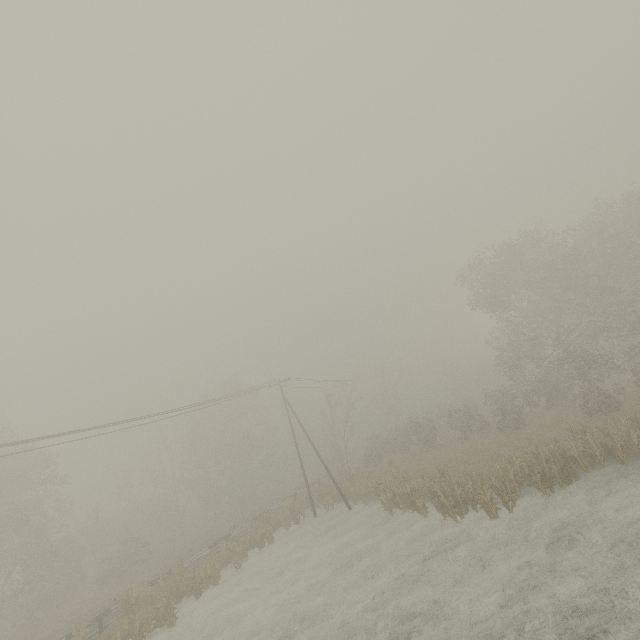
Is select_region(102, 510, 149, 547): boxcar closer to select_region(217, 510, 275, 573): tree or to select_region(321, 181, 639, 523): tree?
select_region(321, 181, 639, 523): tree

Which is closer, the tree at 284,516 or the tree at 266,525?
the tree at 266,525

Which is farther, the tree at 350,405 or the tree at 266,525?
the tree at 350,405

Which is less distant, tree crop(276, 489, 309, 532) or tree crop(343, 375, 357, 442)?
tree crop(276, 489, 309, 532)

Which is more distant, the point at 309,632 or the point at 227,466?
the point at 227,466

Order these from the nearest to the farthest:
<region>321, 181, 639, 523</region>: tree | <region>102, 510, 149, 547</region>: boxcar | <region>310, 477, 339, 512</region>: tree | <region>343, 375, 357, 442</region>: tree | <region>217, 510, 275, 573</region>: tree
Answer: <region>321, 181, 639, 523</region>: tree
<region>217, 510, 275, 573</region>: tree
<region>310, 477, 339, 512</region>: tree
<region>343, 375, 357, 442</region>: tree
<region>102, 510, 149, 547</region>: boxcar

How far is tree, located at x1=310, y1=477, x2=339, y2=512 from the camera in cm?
2861

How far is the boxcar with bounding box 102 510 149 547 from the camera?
46.8m
